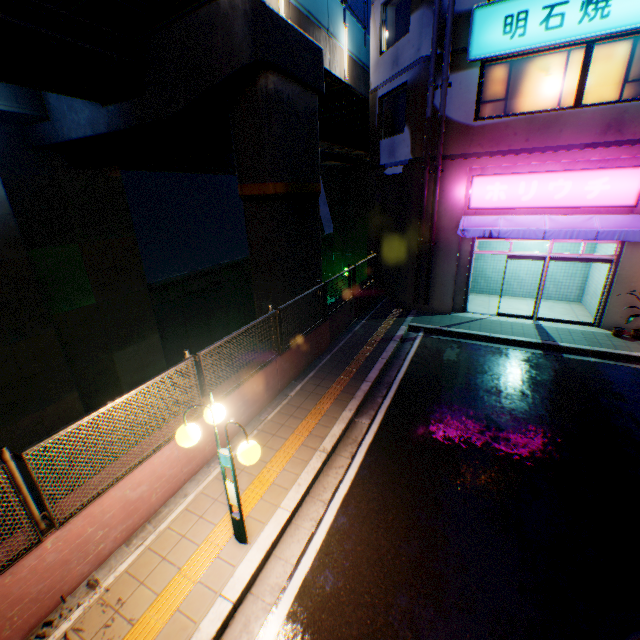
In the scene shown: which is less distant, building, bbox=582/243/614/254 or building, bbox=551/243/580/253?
building, bbox=582/243/614/254

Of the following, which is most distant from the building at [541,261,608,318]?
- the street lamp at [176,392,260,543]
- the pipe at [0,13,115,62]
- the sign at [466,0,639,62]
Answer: the street lamp at [176,392,260,543]

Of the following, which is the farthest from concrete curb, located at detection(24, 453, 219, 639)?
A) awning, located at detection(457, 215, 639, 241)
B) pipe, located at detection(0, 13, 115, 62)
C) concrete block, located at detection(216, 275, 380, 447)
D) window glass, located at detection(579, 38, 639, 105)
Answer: pipe, located at detection(0, 13, 115, 62)

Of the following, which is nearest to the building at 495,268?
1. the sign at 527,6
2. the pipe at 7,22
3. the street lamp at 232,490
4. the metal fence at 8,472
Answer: the sign at 527,6

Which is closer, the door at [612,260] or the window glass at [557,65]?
the window glass at [557,65]

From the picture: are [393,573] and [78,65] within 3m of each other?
no

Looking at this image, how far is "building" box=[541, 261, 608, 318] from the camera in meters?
12.0

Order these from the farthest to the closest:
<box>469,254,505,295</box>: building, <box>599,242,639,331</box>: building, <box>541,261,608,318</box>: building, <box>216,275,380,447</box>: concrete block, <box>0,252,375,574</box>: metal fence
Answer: <box>469,254,505,295</box>: building, <box>541,261,608,318</box>: building, <box>599,242,639,331</box>: building, <box>216,275,380,447</box>: concrete block, <box>0,252,375,574</box>: metal fence
